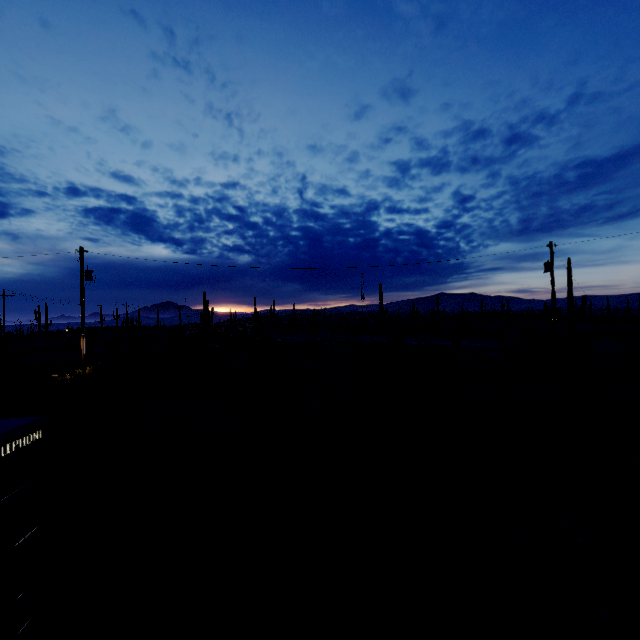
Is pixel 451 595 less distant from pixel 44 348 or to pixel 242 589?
pixel 242 589
